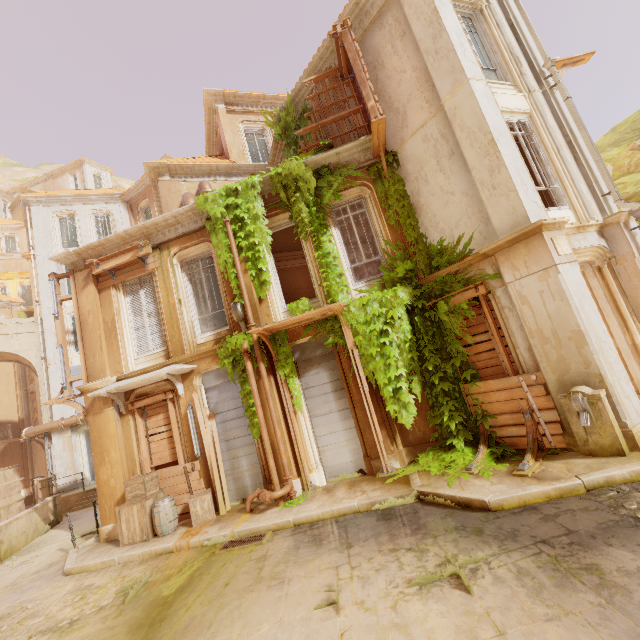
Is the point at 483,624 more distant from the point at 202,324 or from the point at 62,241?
the point at 62,241

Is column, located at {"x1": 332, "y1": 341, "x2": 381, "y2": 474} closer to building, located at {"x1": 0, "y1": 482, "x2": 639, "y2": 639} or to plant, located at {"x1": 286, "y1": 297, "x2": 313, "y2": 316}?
plant, located at {"x1": 286, "y1": 297, "x2": 313, "y2": 316}

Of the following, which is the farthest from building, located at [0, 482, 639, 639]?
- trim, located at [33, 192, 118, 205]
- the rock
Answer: trim, located at [33, 192, 118, 205]

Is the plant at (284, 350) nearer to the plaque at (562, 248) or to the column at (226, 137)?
the plaque at (562, 248)

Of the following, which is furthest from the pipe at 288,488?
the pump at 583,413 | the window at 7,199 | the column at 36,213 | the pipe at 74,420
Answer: the window at 7,199

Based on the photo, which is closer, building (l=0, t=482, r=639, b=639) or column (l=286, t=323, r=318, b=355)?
building (l=0, t=482, r=639, b=639)

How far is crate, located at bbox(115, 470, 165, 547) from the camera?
8.2 meters

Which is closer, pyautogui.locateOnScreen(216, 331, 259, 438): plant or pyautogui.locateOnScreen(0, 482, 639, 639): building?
pyautogui.locateOnScreen(0, 482, 639, 639): building
